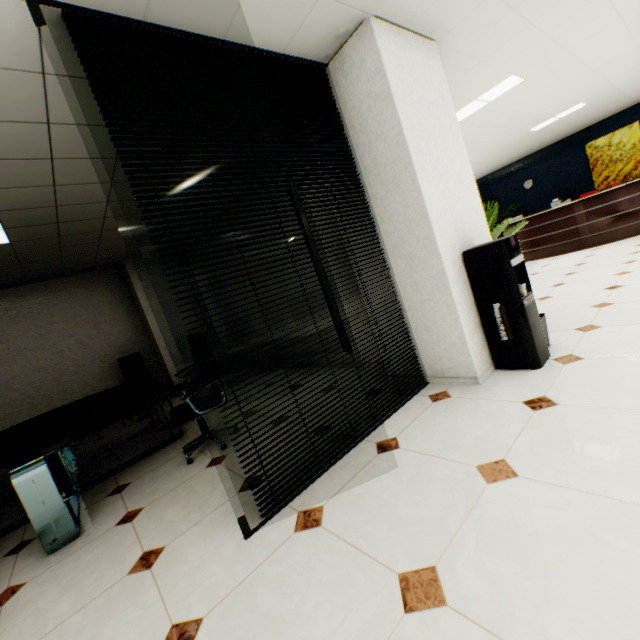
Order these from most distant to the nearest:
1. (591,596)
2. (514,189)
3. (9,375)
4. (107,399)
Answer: (514,189), (9,375), (107,399), (591,596)

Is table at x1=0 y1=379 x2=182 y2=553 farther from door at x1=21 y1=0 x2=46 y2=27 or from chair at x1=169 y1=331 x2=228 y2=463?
door at x1=21 y1=0 x2=46 y2=27

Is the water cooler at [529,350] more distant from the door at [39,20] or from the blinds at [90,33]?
the door at [39,20]

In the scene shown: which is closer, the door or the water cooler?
the door

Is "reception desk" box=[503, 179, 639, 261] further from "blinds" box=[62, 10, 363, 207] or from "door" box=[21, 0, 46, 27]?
"door" box=[21, 0, 46, 27]

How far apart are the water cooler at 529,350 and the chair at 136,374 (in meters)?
5.65

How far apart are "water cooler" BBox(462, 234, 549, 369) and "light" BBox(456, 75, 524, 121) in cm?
305

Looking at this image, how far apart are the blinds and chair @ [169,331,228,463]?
1.3m
